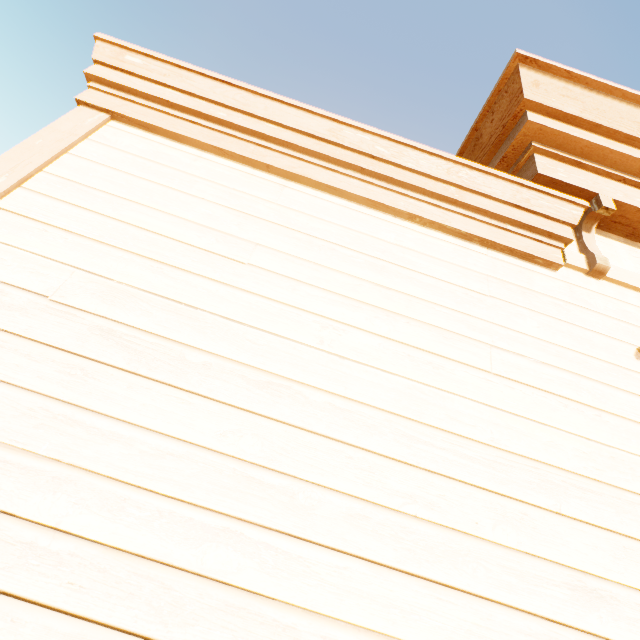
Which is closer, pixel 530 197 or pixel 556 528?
pixel 556 528
